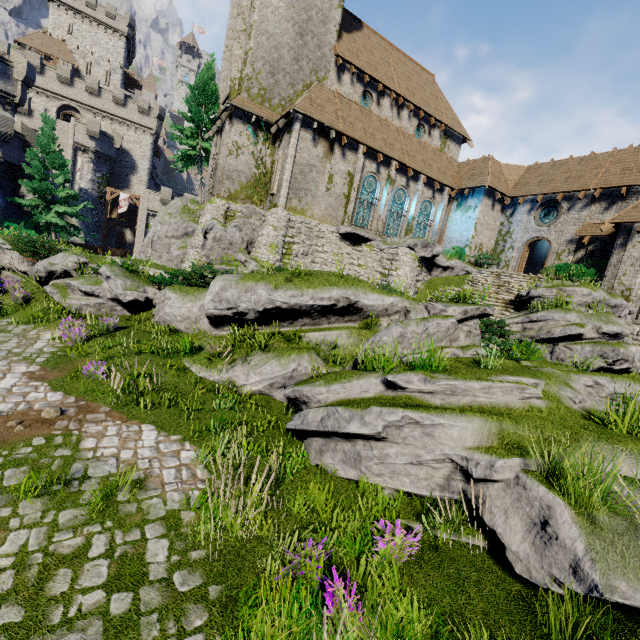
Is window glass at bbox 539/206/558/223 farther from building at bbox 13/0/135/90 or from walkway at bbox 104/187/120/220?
building at bbox 13/0/135/90

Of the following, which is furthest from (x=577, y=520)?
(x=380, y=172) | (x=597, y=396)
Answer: (x=380, y=172)

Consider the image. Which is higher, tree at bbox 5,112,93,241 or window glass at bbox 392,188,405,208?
window glass at bbox 392,188,405,208

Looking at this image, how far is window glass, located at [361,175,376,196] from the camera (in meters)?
22.98

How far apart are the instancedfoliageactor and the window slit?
27.3m

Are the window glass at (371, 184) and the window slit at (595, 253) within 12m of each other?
no

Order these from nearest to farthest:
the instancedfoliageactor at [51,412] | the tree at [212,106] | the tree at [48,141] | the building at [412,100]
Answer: the instancedfoliageactor at [51,412] → the building at [412,100] → the tree at [48,141] → the tree at [212,106]

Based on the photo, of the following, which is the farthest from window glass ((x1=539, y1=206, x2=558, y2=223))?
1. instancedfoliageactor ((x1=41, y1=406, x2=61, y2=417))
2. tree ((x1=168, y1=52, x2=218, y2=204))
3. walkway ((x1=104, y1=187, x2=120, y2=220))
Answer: walkway ((x1=104, y1=187, x2=120, y2=220))
